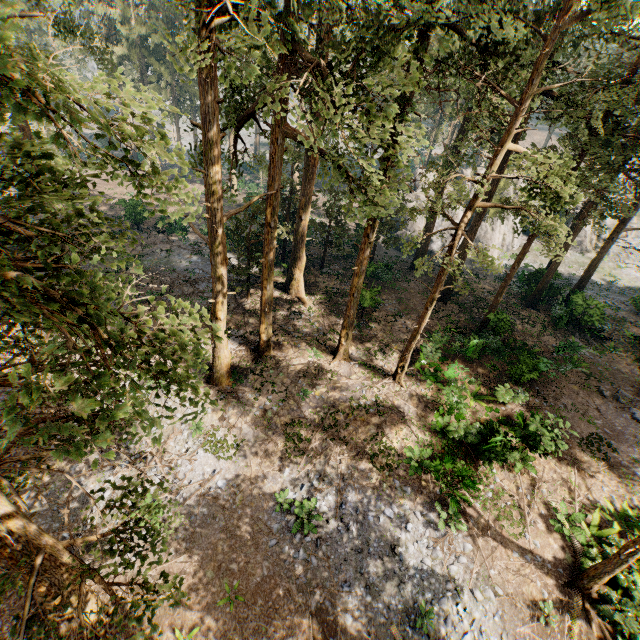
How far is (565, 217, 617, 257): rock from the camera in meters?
40.6

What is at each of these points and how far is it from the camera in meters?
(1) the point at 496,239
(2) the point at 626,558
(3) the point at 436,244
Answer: (1) rock, 39.7 m
(2) foliage, 11.1 m
(3) rock, 40.0 m

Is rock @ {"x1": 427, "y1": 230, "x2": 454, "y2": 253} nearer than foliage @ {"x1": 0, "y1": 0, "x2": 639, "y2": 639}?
No

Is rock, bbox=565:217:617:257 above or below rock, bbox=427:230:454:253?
above

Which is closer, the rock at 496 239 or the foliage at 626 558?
the foliage at 626 558
